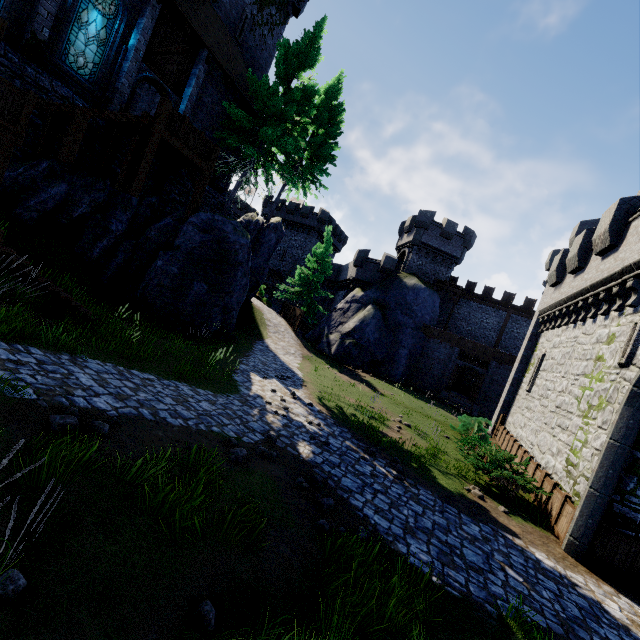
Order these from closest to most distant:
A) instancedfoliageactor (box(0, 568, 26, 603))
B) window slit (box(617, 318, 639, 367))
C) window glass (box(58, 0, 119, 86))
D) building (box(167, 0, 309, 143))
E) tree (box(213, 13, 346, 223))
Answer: instancedfoliageactor (box(0, 568, 26, 603)) < window slit (box(617, 318, 639, 367)) < window glass (box(58, 0, 119, 86)) < building (box(167, 0, 309, 143)) < tree (box(213, 13, 346, 223))

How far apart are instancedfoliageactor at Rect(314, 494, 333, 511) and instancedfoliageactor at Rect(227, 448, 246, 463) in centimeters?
159cm

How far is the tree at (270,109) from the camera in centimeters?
1700cm

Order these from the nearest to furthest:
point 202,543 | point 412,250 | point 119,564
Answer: point 119,564 → point 202,543 → point 412,250

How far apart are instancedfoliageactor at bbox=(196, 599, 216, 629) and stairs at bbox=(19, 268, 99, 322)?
9.14m

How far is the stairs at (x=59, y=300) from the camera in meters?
8.9 m

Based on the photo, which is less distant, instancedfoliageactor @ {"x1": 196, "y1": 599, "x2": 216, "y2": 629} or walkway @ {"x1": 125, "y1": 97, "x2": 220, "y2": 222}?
instancedfoliageactor @ {"x1": 196, "y1": 599, "x2": 216, "y2": 629}

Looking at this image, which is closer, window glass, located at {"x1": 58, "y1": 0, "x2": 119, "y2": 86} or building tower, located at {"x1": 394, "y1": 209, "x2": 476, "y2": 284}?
window glass, located at {"x1": 58, "y1": 0, "x2": 119, "y2": 86}
